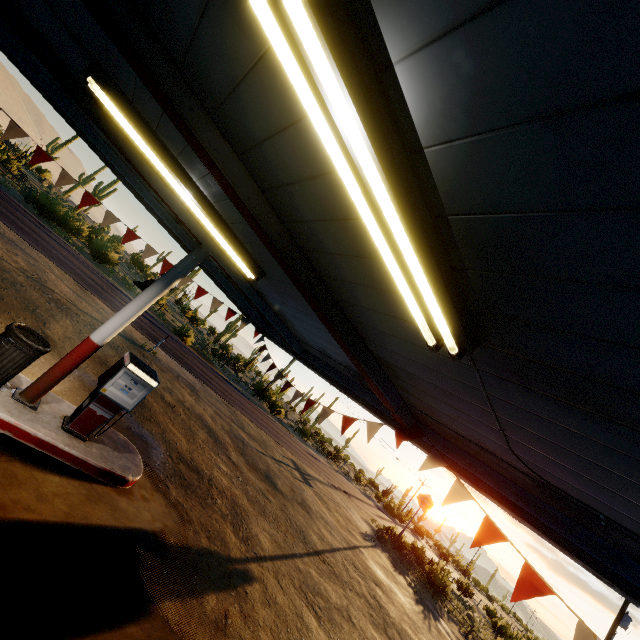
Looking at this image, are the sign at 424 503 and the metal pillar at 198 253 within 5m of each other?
no

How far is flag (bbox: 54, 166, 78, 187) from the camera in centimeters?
650cm

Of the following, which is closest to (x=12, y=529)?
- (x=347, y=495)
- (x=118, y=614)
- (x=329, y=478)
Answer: (x=118, y=614)

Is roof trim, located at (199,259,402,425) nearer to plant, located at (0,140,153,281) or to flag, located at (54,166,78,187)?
flag, located at (54,166,78,187)

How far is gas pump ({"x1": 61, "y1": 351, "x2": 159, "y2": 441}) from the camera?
5.6m

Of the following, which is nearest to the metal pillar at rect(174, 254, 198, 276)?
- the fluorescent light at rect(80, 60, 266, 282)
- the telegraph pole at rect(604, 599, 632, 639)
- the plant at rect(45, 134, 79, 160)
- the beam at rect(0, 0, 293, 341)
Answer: the beam at rect(0, 0, 293, 341)

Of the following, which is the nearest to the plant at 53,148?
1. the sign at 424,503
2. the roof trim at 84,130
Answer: the roof trim at 84,130

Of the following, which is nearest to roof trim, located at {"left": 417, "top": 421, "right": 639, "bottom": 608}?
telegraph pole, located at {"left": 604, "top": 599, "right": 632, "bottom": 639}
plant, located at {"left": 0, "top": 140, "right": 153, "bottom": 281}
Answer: plant, located at {"left": 0, "top": 140, "right": 153, "bottom": 281}
